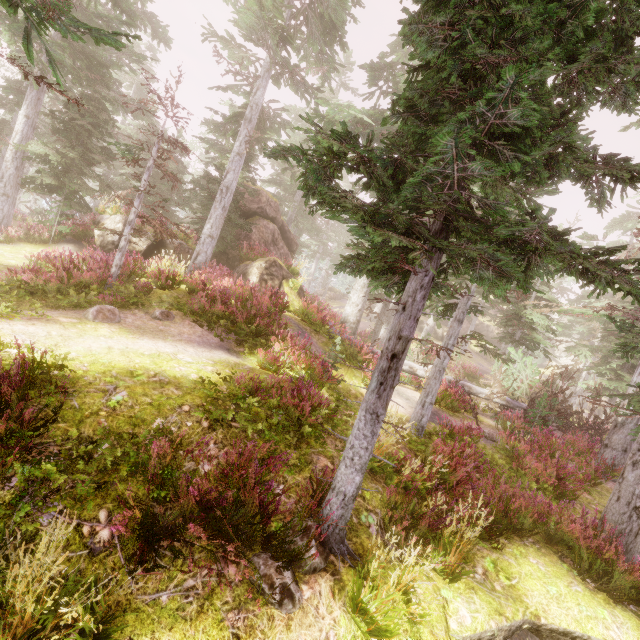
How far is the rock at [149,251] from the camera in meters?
15.5 m

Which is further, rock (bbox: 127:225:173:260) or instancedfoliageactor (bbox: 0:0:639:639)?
rock (bbox: 127:225:173:260)

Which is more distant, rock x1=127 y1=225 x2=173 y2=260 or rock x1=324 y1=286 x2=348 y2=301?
rock x1=324 y1=286 x2=348 y2=301

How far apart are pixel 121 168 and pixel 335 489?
39.96m

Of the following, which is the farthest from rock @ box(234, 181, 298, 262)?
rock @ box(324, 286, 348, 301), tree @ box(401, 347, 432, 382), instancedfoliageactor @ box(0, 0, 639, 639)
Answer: rock @ box(324, 286, 348, 301)

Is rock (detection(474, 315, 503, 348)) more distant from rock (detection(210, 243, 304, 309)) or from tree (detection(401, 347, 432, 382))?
tree (detection(401, 347, 432, 382))

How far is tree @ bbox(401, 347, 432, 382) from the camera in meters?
13.9 m
